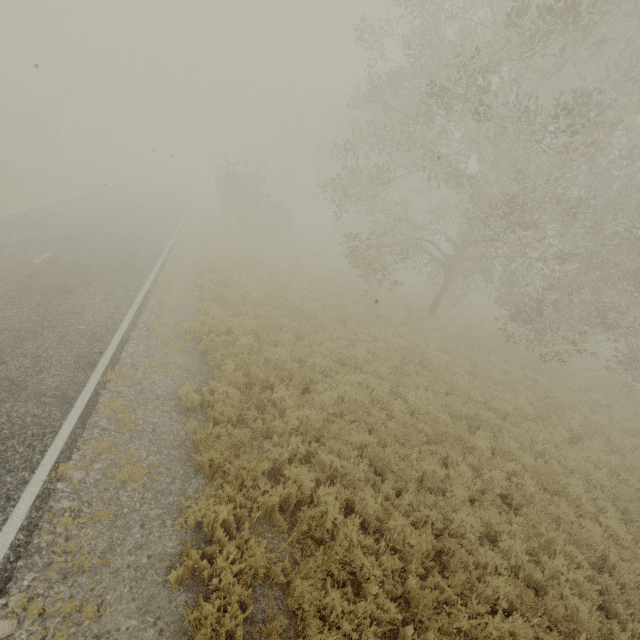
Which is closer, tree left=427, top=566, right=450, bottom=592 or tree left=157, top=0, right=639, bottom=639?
tree left=427, top=566, right=450, bottom=592

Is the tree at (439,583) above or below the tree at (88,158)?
below

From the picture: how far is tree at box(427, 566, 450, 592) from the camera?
5.04m

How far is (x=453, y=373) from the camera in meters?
12.6 m

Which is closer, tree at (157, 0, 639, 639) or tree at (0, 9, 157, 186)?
tree at (157, 0, 639, 639)

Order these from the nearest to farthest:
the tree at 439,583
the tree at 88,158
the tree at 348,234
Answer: the tree at 439,583 < the tree at 348,234 < the tree at 88,158

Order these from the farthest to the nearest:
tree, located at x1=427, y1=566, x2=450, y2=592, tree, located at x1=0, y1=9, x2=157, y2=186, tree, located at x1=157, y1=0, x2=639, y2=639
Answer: tree, located at x1=0, y1=9, x2=157, y2=186 → tree, located at x1=157, y1=0, x2=639, y2=639 → tree, located at x1=427, y1=566, x2=450, y2=592
